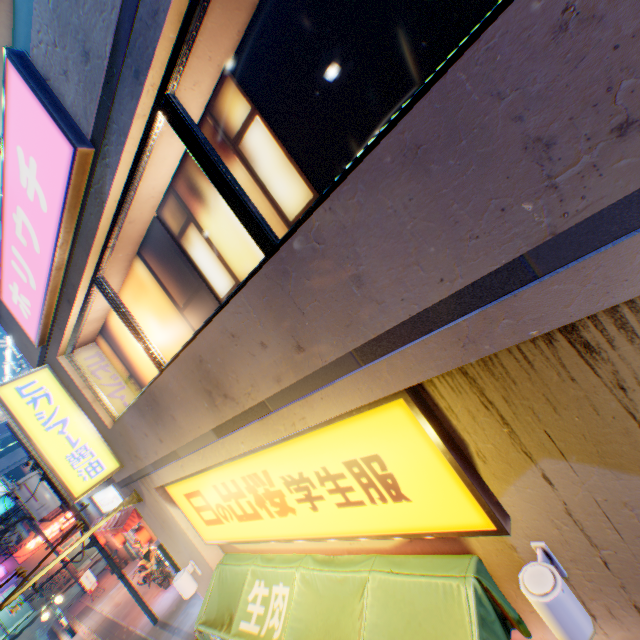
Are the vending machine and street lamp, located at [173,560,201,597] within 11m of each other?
yes

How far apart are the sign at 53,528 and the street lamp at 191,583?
35.11m

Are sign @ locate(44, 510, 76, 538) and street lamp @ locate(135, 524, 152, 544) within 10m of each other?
no

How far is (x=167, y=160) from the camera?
3.30m

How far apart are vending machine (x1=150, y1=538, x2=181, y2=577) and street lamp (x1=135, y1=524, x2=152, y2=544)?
1.2m

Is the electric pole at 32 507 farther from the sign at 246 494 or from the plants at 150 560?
the sign at 246 494

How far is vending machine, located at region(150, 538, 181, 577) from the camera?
14.32m

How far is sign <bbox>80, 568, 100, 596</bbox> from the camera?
20.0 meters
